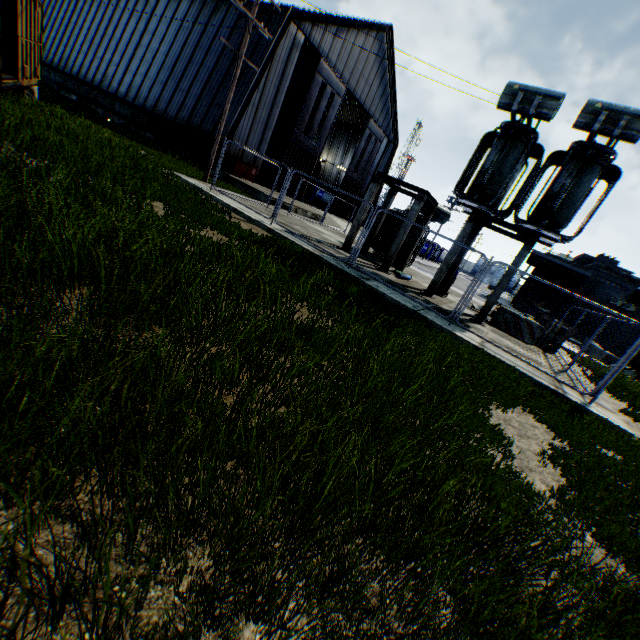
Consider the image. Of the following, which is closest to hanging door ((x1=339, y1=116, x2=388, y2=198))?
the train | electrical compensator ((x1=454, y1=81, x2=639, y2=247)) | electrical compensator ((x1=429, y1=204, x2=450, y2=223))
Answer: electrical compensator ((x1=429, y1=204, x2=450, y2=223))

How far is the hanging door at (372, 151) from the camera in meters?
34.6 m

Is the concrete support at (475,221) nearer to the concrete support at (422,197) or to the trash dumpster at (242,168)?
the concrete support at (422,197)

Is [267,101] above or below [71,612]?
above

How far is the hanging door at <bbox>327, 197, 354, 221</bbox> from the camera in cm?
3675

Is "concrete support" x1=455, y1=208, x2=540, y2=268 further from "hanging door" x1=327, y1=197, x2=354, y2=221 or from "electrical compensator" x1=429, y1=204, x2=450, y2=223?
"hanging door" x1=327, y1=197, x2=354, y2=221

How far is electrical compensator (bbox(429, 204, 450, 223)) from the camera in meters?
16.4 m
